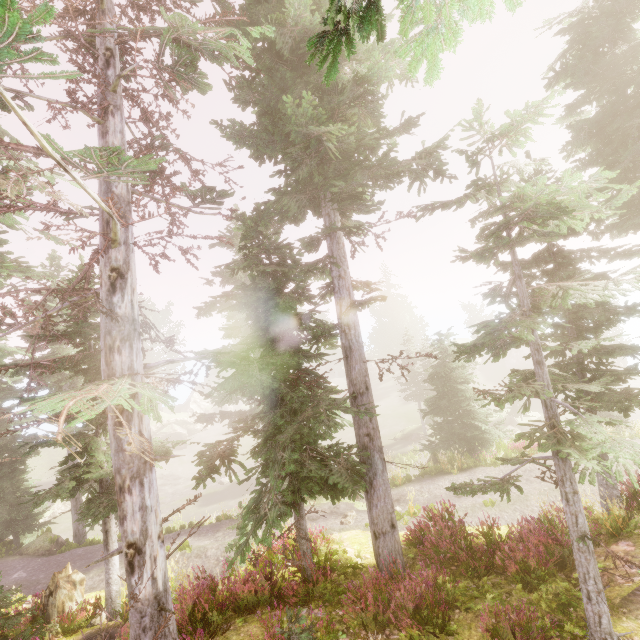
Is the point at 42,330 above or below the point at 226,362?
above

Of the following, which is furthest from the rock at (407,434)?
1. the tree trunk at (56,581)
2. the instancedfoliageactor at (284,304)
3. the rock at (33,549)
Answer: the tree trunk at (56,581)

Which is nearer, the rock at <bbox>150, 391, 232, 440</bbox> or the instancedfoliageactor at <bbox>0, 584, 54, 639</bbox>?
the instancedfoliageactor at <bbox>0, 584, 54, 639</bbox>

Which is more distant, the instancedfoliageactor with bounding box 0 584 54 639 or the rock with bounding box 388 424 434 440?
the rock with bounding box 388 424 434 440

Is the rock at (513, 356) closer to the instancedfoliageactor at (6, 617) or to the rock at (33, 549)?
the instancedfoliageactor at (6, 617)

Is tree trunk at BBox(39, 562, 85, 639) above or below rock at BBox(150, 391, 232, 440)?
above

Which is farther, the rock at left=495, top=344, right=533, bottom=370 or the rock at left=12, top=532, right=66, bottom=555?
the rock at left=495, top=344, right=533, bottom=370

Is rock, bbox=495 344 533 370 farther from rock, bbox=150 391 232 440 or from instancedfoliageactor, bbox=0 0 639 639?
rock, bbox=150 391 232 440
